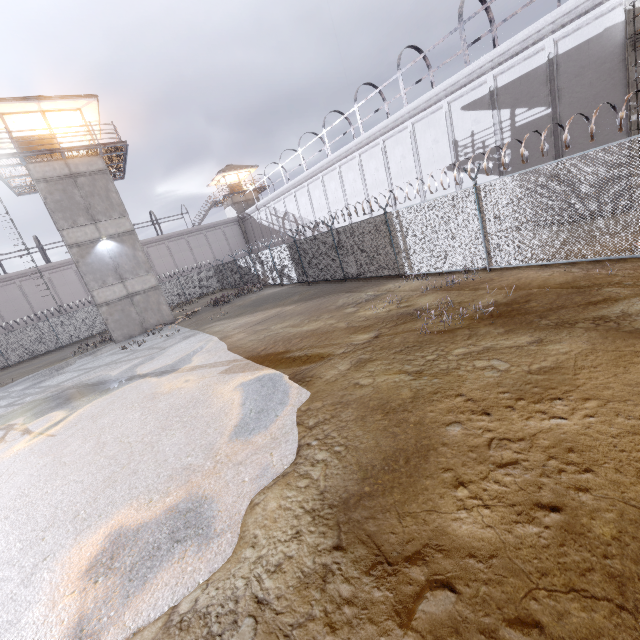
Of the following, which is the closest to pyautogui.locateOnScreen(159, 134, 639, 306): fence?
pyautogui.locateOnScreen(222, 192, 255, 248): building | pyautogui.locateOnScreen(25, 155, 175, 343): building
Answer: pyautogui.locateOnScreen(25, 155, 175, 343): building

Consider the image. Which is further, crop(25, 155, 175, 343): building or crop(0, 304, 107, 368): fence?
crop(0, 304, 107, 368): fence

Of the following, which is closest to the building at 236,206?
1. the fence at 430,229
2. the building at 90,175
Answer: the fence at 430,229

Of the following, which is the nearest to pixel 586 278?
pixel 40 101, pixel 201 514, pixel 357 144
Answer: pixel 201 514

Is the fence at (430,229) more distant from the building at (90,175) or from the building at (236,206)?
the building at (236,206)

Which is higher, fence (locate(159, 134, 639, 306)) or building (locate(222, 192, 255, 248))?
building (locate(222, 192, 255, 248))

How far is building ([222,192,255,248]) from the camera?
44.2 meters
